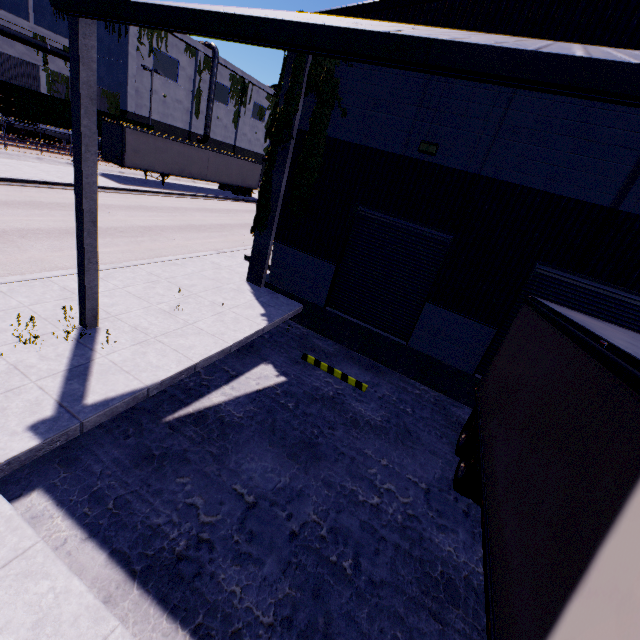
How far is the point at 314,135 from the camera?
9.45m

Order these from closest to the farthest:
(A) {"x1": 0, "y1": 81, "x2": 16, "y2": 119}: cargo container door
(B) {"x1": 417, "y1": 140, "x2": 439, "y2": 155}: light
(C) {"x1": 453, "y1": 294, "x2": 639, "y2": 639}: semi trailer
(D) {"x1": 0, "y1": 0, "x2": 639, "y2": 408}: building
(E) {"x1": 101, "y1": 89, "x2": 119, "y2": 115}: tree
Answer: (C) {"x1": 453, "y1": 294, "x2": 639, "y2": 639}: semi trailer → (D) {"x1": 0, "y1": 0, "x2": 639, "y2": 408}: building → (B) {"x1": 417, "y1": 140, "x2": 439, "y2": 155}: light → (A) {"x1": 0, "y1": 81, "x2": 16, "y2": 119}: cargo container door → (E) {"x1": 101, "y1": 89, "x2": 119, "y2": 115}: tree

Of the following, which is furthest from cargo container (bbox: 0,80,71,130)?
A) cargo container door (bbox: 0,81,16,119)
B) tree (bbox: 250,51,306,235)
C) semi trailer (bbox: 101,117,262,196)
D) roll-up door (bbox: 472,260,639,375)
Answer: roll-up door (bbox: 472,260,639,375)

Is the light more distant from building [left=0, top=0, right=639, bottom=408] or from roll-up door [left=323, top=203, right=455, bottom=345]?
roll-up door [left=323, top=203, right=455, bottom=345]

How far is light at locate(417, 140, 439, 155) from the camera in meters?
8.1 m

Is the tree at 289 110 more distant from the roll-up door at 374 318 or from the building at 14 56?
the roll-up door at 374 318

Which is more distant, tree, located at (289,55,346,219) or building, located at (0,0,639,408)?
tree, located at (289,55,346,219)

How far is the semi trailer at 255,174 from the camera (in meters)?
22.94
